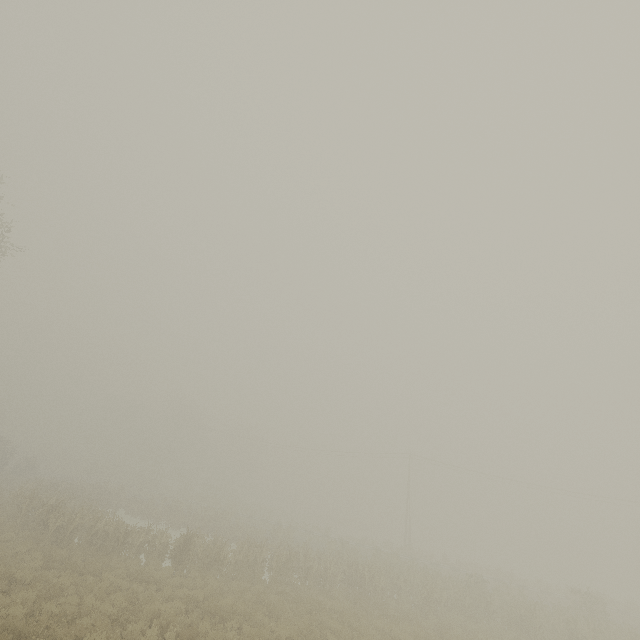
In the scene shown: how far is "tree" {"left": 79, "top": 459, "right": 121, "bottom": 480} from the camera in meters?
50.9 m

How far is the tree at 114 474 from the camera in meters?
50.9 m

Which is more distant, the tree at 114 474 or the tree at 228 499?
the tree at 114 474

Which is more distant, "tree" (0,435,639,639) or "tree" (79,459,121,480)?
"tree" (79,459,121,480)

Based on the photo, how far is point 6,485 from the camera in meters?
29.5
